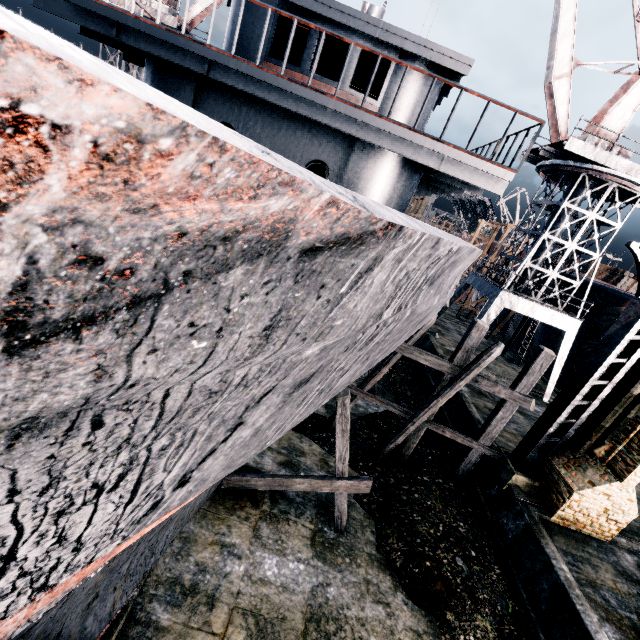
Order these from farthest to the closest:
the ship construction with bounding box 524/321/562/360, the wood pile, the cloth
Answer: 1. the wood pile
2. the ship construction with bounding box 524/321/562/360
3. the cloth

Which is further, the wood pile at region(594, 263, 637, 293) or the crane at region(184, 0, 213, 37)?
the wood pile at region(594, 263, 637, 293)

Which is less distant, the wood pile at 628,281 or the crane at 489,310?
the crane at 489,310

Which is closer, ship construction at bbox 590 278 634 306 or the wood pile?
ship construction at bbox 590 278 634 306

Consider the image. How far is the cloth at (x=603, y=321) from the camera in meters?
21.4

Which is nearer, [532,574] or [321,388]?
[321,388]

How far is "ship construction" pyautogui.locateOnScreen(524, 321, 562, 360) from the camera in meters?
27.0 m
